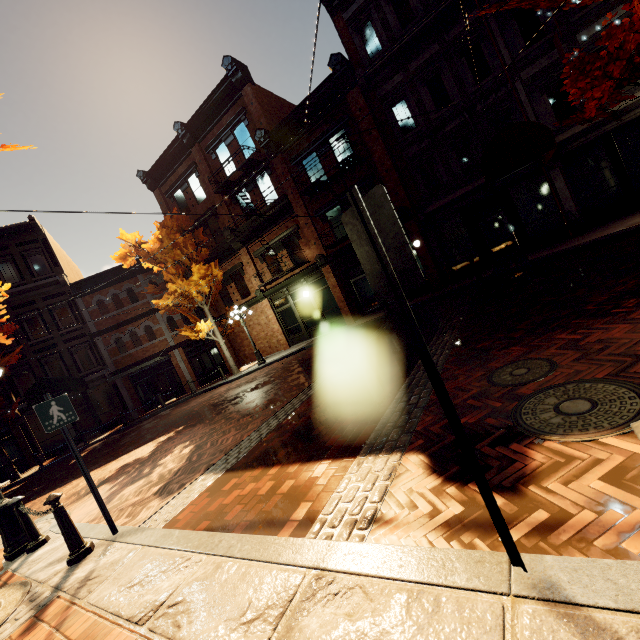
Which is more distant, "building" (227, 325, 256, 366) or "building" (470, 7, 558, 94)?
"building" (227, 325, 256, 366)

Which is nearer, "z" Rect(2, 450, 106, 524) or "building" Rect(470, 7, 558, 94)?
"z" Rect(2, 450, 106, 524)

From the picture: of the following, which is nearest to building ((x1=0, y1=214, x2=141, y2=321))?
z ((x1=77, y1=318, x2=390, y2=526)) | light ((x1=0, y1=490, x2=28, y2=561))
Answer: z ((x1=77, y1=318, x2=390, y2=526))

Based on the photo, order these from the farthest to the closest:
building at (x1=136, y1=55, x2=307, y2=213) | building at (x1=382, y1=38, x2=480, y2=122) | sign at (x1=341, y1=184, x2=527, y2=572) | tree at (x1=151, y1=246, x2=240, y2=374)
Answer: tree at (x1=151, y1=246, x2=240, y2=374), building at (x1=136, y1=55, x2=307, y2=213), building at (x1=382, y1=38, x2=480, y2=122), sign at (x1=341, y1=184, x2=527, y2=572)

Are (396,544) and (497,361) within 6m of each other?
yes

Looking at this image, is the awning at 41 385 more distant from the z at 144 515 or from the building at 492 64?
the z at 144 515

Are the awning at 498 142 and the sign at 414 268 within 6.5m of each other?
no

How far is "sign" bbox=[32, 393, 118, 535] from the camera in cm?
404
